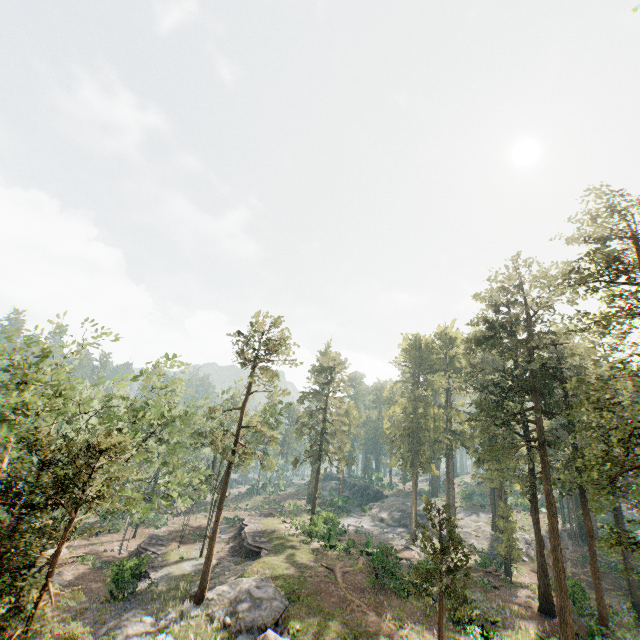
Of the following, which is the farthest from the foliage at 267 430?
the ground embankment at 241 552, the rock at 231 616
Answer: the ground embankment at 241 552

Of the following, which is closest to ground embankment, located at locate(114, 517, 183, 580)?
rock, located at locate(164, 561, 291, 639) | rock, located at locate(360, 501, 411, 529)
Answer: rock, located at locate(164, 561, 291, 639)

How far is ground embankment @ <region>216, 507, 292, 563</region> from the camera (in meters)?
33.81

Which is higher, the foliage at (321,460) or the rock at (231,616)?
the foliage at (321,460)

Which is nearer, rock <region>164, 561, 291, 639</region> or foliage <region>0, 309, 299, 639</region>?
foliage <region>0, 309, 299, 639</region>

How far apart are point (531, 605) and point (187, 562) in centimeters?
3298cm

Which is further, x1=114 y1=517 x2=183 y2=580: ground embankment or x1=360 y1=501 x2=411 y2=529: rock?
x1=360 y1=501 x2=411 y2=529: rock

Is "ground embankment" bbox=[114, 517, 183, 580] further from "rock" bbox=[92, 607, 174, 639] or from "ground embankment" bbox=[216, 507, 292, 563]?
"ground embankment" bbox=[216, 507, 292, 563]
